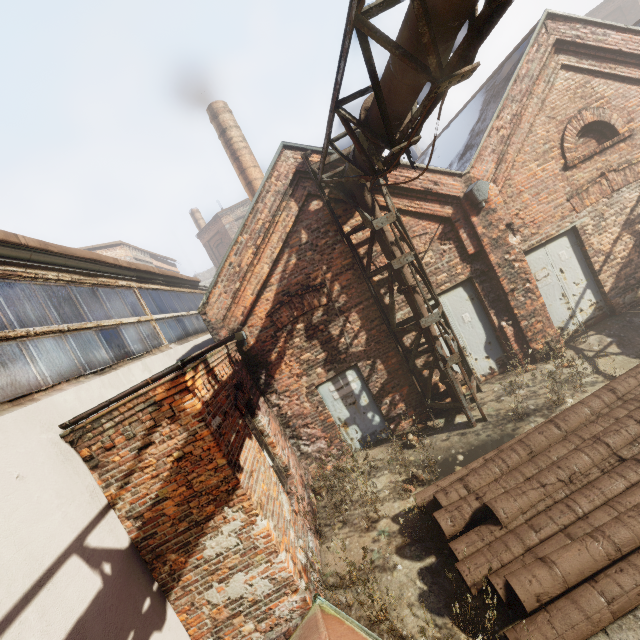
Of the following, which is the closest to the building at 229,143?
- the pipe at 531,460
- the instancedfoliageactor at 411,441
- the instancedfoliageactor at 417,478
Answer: the instancedfoliageactor at 411,441

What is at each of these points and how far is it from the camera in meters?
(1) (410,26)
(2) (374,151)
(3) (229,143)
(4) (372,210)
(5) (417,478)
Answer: (1) pipe, 3.0 m
(2) pipe, 4.9 m
(3) building, 13.4 m
(4) pipe, 6.9 m
(5) instancedfoliageactor, 6.1 m

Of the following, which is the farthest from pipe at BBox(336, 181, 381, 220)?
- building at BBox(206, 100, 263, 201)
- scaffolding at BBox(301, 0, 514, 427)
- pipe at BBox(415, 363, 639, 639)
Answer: building at BBox(206, 100, 263, 201)

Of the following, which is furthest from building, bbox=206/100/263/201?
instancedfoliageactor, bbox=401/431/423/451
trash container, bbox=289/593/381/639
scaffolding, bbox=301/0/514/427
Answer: trash container, bbox=289/593/381/639

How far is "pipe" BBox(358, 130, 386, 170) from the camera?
4.76m

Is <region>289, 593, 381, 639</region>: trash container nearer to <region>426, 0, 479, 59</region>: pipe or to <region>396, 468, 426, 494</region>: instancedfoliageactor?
<region>396, 468, 426, 494</region>: instancedfoliageactor

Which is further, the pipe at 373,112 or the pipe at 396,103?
the pipe at 373,112
